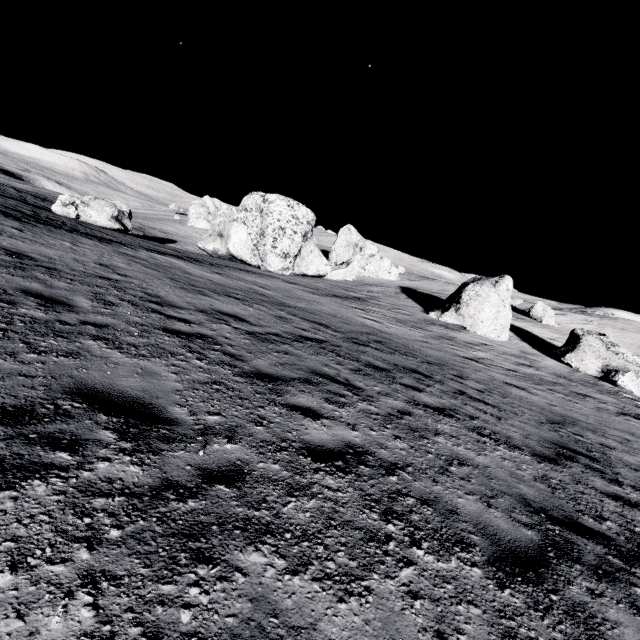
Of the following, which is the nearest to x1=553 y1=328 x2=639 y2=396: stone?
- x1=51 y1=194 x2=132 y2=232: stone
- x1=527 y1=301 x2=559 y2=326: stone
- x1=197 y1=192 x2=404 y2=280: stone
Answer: x1=527 y1=301 x2=559 y2=326: stone

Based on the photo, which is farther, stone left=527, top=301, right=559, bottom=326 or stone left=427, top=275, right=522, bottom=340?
stone left=527, top=301, right=559, bottom=326

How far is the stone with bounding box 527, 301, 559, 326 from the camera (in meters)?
33.75

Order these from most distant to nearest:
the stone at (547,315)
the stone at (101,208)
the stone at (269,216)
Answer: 1. the stone at (547,315)
2. the stone at (269,216)
3. the stone at (101,208)

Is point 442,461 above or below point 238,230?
below

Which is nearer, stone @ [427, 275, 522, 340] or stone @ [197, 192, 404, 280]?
stone @ [427, 275, 522, 340]

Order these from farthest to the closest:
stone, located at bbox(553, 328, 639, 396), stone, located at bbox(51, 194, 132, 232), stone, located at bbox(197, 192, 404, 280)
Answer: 1. stone, located at bbox(197, 192, 404, 280)
2. stone, located at bbox(51, 194, 132, 232)
3. stone, located at bbox(553, 328, 639, 396)

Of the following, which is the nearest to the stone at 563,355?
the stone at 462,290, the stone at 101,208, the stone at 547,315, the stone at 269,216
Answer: the stone at 462,290
